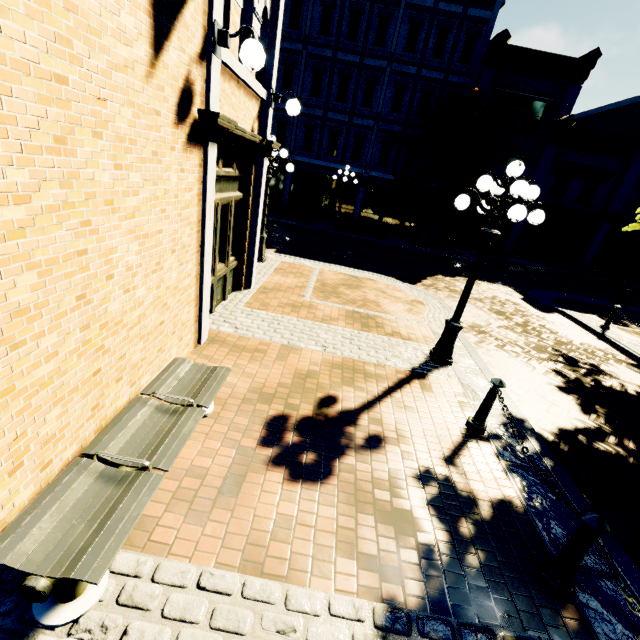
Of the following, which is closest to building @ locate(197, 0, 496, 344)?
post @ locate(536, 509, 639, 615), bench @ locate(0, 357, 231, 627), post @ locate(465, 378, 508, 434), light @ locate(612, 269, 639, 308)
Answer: bench @ locate(0, 357, 231, 627)

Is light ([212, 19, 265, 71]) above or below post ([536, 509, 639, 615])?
above

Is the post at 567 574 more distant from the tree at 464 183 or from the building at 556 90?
the building at 556 90

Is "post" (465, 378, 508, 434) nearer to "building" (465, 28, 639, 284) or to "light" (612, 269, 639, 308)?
"light" (612, 269, 639, 308)

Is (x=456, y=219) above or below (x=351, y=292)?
above

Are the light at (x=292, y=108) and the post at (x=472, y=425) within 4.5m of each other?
no

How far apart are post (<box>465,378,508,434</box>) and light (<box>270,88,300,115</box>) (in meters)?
6.26

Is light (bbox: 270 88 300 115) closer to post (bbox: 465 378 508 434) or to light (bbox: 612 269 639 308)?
post (bbox: 465 378 508 434)
